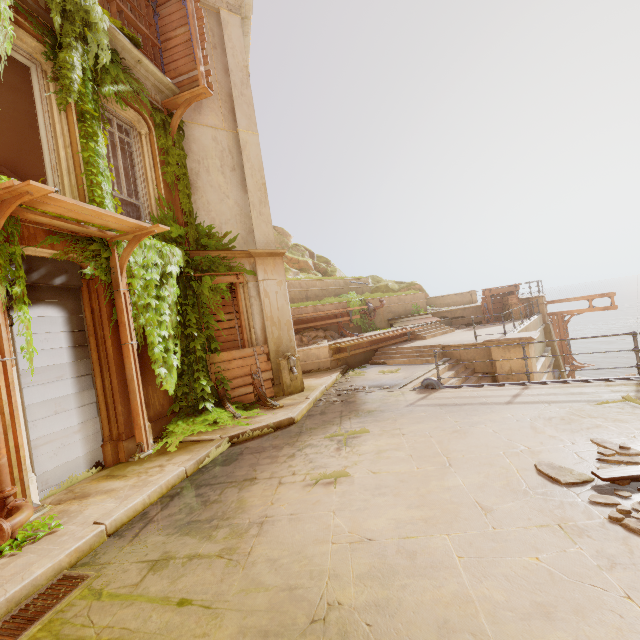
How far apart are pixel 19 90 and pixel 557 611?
12.4m

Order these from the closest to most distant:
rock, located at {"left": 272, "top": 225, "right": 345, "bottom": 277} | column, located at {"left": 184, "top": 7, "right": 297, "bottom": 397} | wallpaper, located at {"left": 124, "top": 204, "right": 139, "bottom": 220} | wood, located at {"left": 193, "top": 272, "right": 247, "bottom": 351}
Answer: wood, located at {"left": 193, "top": 272, "right": 247, "bottom": 351} < column, located at {"left": 184, "top": 7, "right": 297, "bottom": 397} < wallpaper, located at {"left": 124, "top": 204, "right": 139, "bottom": 220} < rock, located at {"left": 272, "top": 225, "right": 345, "bottom": 277}

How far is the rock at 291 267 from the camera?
24.2m

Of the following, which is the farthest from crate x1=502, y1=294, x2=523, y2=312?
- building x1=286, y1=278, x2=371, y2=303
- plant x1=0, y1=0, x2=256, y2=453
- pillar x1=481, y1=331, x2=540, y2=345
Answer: plant x1=0, y1=0, x2=256, y2=453

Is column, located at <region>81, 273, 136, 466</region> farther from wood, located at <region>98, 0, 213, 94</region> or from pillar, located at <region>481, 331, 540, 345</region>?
pillar, located at <region>481, 331, 540, 345</region>

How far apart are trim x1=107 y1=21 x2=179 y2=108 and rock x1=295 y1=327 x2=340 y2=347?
9.4 meters

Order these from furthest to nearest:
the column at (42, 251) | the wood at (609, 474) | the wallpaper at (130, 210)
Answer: the wallpaper at (130, 210)
the column at (42, 251)
the wood at (609, 474)

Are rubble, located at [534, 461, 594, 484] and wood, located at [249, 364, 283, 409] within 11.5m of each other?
yes
